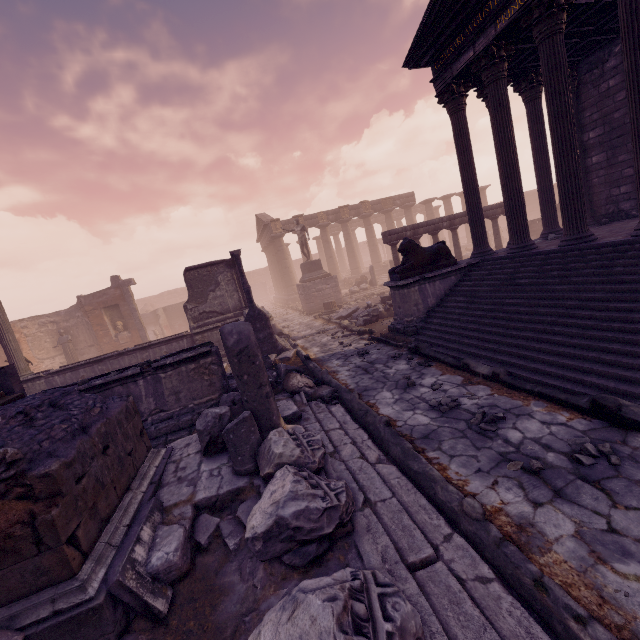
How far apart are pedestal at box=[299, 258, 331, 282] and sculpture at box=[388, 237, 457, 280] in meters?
11.1

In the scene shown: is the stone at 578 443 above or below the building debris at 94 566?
below

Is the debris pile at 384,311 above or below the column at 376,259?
below

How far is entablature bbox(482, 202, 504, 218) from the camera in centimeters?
1531cm

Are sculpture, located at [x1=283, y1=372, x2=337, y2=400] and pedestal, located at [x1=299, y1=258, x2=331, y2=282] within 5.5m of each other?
no

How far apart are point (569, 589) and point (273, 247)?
31.0 meters

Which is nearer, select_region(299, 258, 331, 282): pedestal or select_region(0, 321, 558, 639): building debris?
select_region(0, 321, 558, 639): building debris

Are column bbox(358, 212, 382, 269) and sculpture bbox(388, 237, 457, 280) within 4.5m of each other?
no
